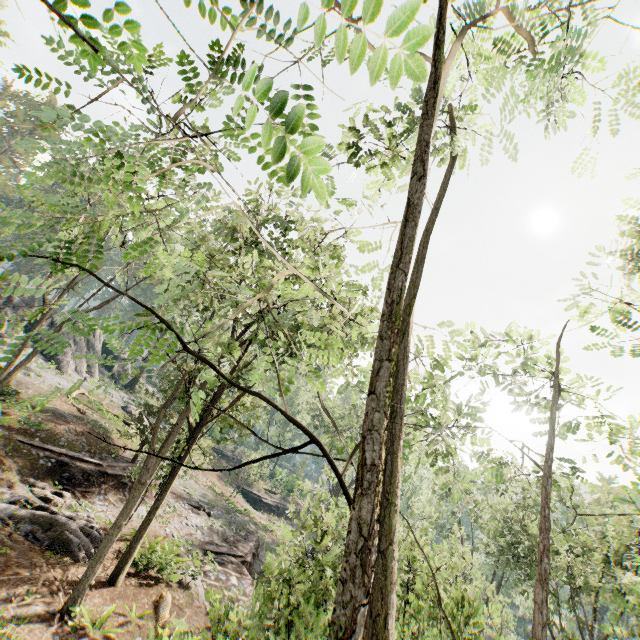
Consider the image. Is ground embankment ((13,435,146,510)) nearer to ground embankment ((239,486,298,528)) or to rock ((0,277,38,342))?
rock ((0,277,38,342))

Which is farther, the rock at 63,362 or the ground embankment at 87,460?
the rock at 63,362

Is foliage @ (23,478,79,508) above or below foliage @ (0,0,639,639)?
below

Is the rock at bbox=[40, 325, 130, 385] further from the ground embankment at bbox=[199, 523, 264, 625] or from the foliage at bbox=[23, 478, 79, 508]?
the ground embankment at bbox=[199, 523, 264, 625]

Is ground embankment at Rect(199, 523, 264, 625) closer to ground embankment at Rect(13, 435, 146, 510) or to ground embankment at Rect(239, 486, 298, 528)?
ground embankment at Rect(239, 486, 298, 528)

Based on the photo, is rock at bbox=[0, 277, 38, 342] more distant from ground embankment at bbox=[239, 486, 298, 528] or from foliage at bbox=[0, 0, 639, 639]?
ground embankment at bbox=[239, 486, 298, 528]

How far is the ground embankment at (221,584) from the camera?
14.9m

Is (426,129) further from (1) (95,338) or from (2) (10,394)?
(1) (95,338)
